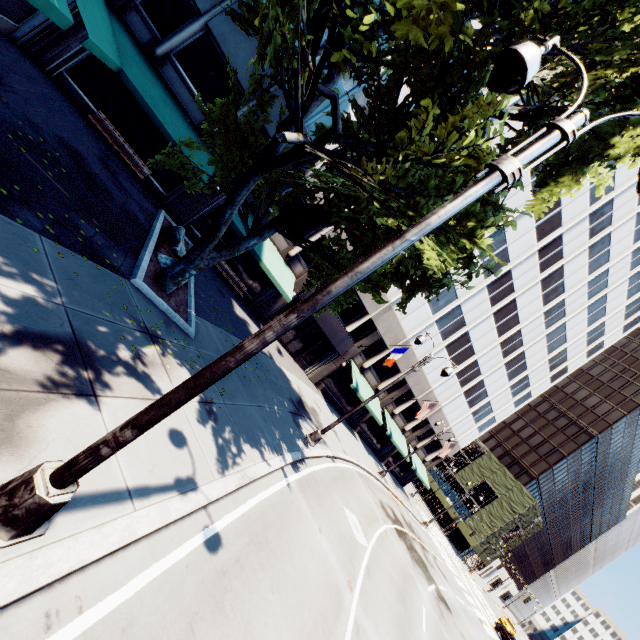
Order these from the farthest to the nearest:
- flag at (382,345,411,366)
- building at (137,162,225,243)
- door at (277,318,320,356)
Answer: door at (277,318,320,356) < flag at (382,345,411,366) < building at (137,162,225,243)

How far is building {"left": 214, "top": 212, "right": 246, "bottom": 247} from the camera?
16.8 meters

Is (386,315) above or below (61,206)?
above

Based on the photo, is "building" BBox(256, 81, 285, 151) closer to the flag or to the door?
the door

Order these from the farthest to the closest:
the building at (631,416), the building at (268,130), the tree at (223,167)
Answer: the building at (631,416) < the building at (268,130) < the tree at (223,167)

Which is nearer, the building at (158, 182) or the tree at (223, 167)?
the tree at (223, 167)

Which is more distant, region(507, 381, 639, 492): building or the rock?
region(507, 381, 639, 492): building

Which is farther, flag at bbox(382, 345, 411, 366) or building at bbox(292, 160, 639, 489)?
building at bbox(292, 160, 639, 489)
